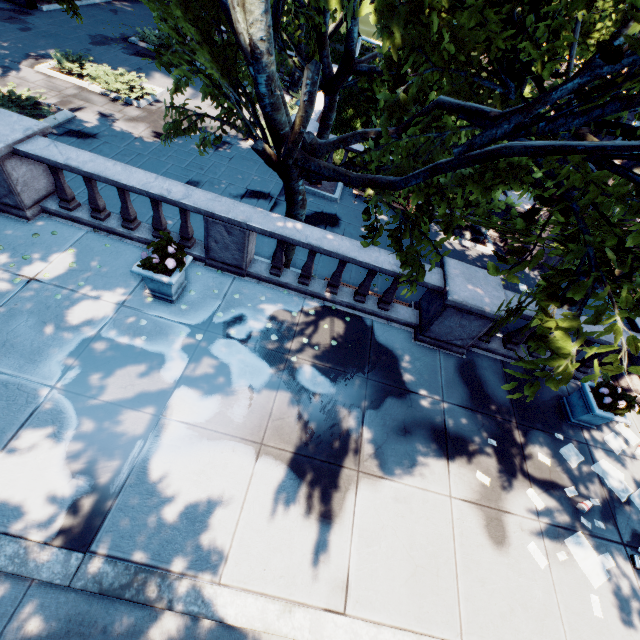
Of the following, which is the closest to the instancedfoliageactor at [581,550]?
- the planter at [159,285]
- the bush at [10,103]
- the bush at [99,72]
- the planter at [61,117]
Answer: the planter at [159,285]

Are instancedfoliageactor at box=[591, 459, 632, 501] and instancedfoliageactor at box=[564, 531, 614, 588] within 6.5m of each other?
yes

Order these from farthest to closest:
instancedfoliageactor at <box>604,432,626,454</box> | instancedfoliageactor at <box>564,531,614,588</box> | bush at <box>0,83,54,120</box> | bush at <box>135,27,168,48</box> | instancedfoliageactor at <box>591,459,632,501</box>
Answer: bush at <box>135,27,168,48</box> → bush at <box>0,83,54,120</box> → instancedfoliageactor at <box>604,432,626,454</box> → instancedfoliageactor at <box>591,459,632,501</box> → instancedfoliageactor at <box>564,531,614,588</box>

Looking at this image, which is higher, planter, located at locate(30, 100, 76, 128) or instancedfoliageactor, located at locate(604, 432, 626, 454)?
instancedfoliageactor, located at locate(604, 432, 626, 454)

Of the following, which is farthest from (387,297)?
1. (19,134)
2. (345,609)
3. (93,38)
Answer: (93,38)

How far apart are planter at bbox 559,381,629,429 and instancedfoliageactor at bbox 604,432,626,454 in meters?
0.3

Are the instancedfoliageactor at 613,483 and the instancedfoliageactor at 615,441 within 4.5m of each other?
yes

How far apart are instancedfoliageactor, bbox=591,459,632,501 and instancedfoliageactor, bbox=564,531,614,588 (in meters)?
1.32
